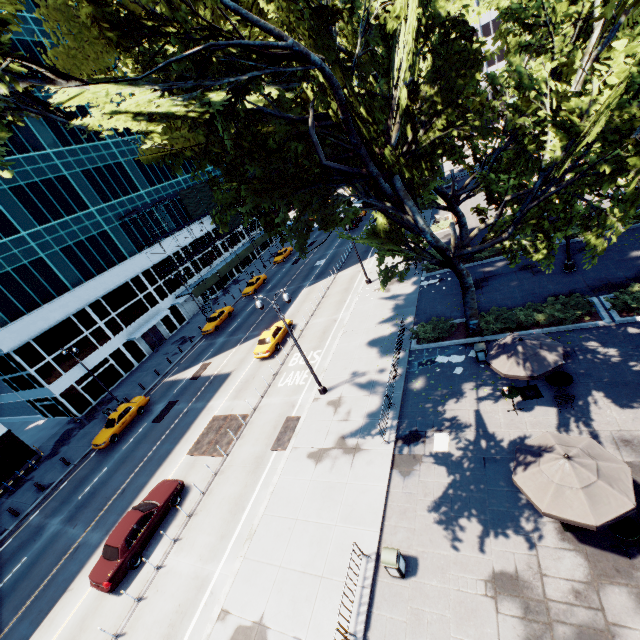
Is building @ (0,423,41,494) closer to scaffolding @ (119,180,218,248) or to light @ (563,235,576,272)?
scaffolding @ (119,180,218,248)

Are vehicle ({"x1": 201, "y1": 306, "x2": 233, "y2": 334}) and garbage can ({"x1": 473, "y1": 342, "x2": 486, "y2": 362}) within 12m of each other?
no

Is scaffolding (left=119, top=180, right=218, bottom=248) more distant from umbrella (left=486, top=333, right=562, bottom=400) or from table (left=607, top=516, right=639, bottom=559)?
table (left=607, top=516, right=639, bottom=559)

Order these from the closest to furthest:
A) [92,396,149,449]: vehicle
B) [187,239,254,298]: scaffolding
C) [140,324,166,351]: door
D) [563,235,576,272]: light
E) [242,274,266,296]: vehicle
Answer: Answer:
[563,235,576,272]: light
[92,396,149,449]: vehicle
[140,324,166,351]: door
[242,274,266,296]: vehicle
[187,239,254,298]: scaffolding

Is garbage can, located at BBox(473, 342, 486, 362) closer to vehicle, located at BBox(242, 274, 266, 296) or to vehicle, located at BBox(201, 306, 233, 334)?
vehicle, located at BBox(201, 306, 233, 334)

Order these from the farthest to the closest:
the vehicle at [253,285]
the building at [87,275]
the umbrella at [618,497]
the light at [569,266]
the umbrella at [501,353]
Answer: the vehicle at [253,285], the building at [87,275], the light at [569,266], the umbrella at [501,353], the umbrella at [618,497]

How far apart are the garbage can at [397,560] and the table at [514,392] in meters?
7.5

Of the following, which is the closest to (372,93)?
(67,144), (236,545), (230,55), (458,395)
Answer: (230,55)
